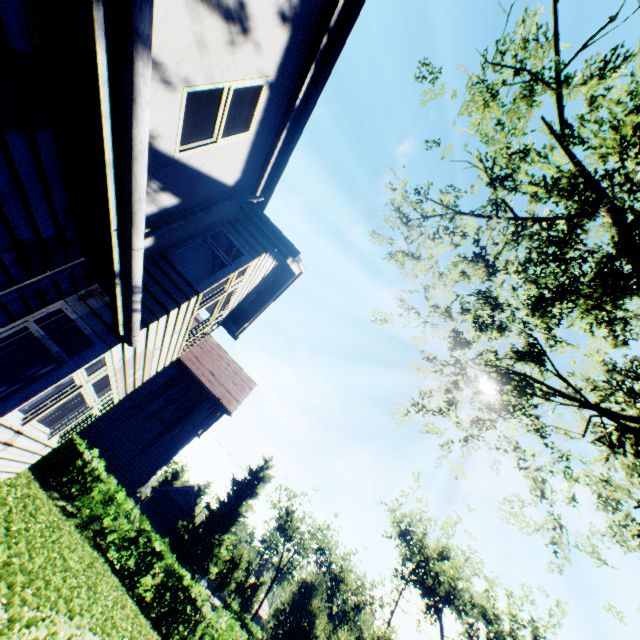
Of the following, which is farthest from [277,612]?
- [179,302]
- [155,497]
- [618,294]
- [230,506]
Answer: [618,294]

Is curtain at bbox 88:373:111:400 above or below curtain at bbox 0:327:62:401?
above

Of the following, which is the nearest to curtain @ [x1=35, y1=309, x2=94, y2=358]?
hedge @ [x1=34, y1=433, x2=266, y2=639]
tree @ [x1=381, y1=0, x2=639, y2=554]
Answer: hedge @ [x1=34, y1=433, x2=266, y2=639]

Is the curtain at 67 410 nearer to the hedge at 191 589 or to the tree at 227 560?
the hedge at 191 589

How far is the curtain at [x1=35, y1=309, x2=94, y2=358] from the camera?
5.4 meters

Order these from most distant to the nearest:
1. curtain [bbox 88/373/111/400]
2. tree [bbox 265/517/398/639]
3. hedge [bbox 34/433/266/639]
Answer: tree [bbox 265/517/398/639], hedge [bbox 34/433/266/639], curtain [bbox 88/373/111/400]

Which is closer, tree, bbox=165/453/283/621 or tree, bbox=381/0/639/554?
tree, bbox=381/0/639/554
